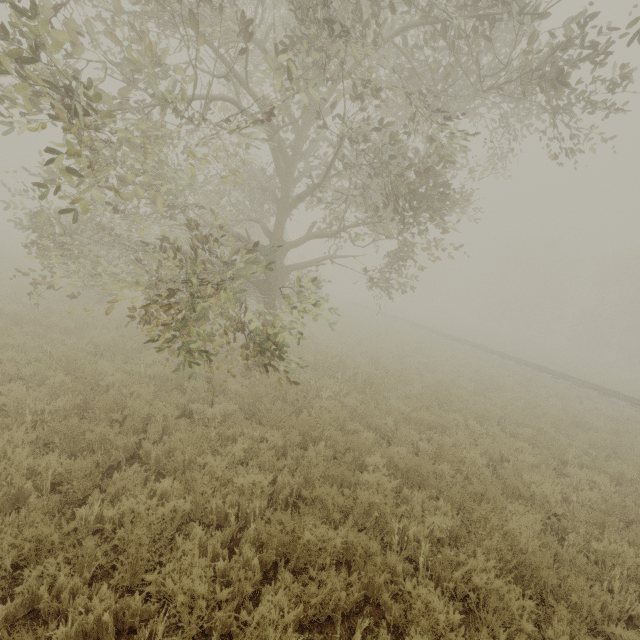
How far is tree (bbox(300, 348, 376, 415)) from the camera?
8.5m

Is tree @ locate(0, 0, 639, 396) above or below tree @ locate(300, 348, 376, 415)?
above

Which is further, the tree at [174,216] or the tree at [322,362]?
the tree at [322,362]

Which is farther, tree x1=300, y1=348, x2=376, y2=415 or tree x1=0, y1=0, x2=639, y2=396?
tree x1=300, y1=348, x2=376, y2=415

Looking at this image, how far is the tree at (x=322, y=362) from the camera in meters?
8.5

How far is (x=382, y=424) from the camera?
8.3m
